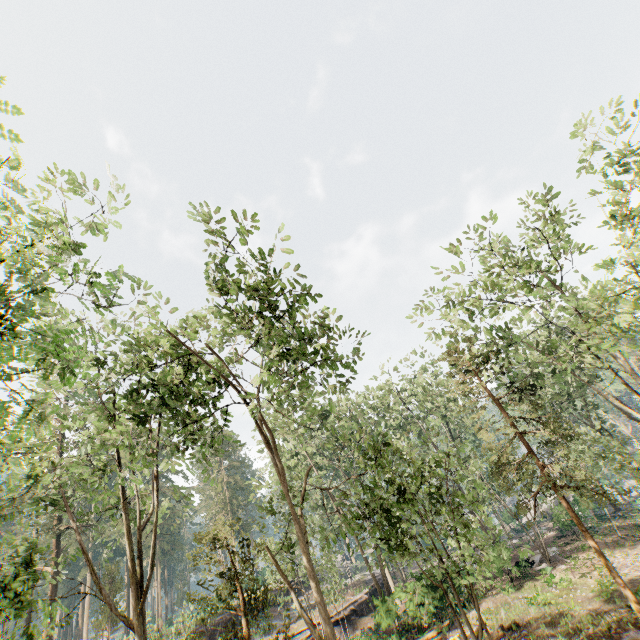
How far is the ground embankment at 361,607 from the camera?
27.1 meters

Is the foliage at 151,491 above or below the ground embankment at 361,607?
above

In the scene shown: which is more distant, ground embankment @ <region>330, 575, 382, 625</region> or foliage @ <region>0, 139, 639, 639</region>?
ground embankment @ <region>330, 575, 382, 625</region>

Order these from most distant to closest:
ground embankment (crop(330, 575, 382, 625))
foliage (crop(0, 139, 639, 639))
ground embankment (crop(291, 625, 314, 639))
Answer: ground embankment (crop(330, 575, 382, 625))
ground embankment (crop(291, 625, 314, 639))
foliage (crop(0, 139, 639, 639))

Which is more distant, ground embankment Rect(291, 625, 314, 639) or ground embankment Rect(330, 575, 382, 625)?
ground embankment Rect(330, 575, 382, 625)

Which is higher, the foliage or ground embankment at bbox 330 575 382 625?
the foliage

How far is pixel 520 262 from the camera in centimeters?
1379cm

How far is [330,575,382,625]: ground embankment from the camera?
27.1 meters
